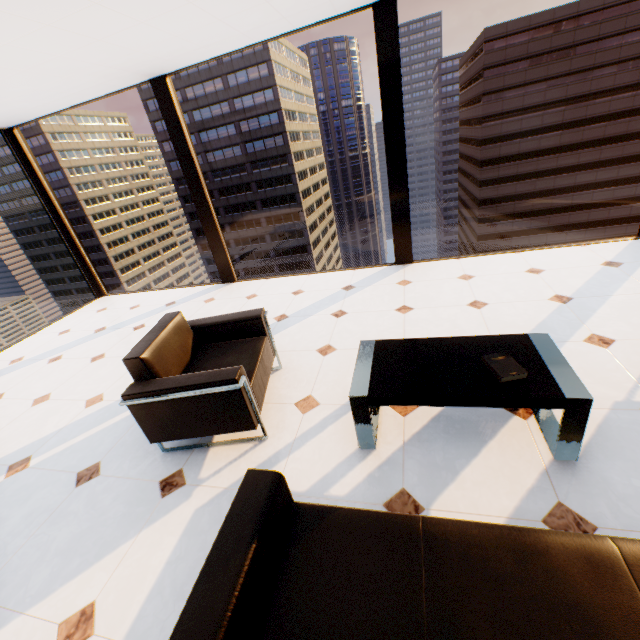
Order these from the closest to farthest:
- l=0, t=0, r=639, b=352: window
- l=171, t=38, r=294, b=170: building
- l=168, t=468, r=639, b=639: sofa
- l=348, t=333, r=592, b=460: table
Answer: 1. l=168, t=468, r=639, b=639: sofa
2. l=348, t=333, r=592, b=460: table
3. l=0, t=0, r=639, b=352: window
4. l=171, t=38, r=294, b=170: building

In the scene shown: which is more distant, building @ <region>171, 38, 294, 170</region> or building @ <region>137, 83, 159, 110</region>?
building @ <region>137, 83, 159, 110</region>

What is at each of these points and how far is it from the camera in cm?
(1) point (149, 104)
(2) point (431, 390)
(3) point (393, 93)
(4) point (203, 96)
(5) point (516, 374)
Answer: (1) building, 5981
(2) table, 180
(3) window, 381
(4) building, 5712
(5) book, 173

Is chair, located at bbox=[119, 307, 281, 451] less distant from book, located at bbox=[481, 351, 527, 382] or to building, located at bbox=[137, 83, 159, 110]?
book, located at bbox=[481, 351, 527, 382]

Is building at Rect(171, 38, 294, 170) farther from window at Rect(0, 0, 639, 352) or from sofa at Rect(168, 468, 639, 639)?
sofa at Rect(168, 468, 639, 639)

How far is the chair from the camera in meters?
2.0

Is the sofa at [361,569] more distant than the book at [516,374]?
No

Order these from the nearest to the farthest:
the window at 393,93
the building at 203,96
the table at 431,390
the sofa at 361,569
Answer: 1. the sofa at 361,569
2. the table at 431,390
3. the window at 393,93
4. the building at 203,96
